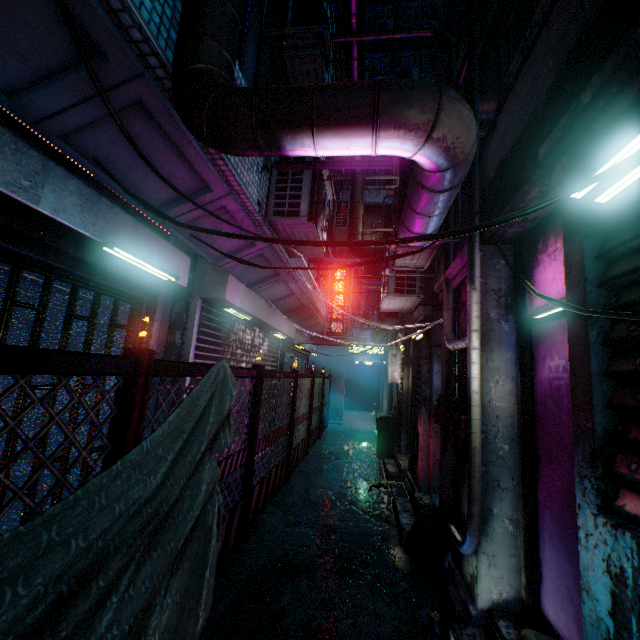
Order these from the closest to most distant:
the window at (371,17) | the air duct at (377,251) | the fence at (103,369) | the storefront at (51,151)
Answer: the fence at (103,369)
the storefront at (51,151)
the air duct at (377,251)
the window at (371,17)

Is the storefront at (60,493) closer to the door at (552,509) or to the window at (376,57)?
the door at (552,509)

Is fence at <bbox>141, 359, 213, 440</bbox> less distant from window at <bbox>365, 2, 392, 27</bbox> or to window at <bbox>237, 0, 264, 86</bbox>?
window at <bbox>237, 0, 264, 86</bbox>

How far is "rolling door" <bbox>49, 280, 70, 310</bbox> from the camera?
2.1 meters

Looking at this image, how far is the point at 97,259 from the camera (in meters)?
2.23

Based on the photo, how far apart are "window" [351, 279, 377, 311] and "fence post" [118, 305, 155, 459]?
12.6 meters

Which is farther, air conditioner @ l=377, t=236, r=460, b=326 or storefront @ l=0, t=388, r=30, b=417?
air conditioner @ l=377, t=236, r=460, b=326

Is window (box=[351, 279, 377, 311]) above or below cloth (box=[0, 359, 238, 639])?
above
